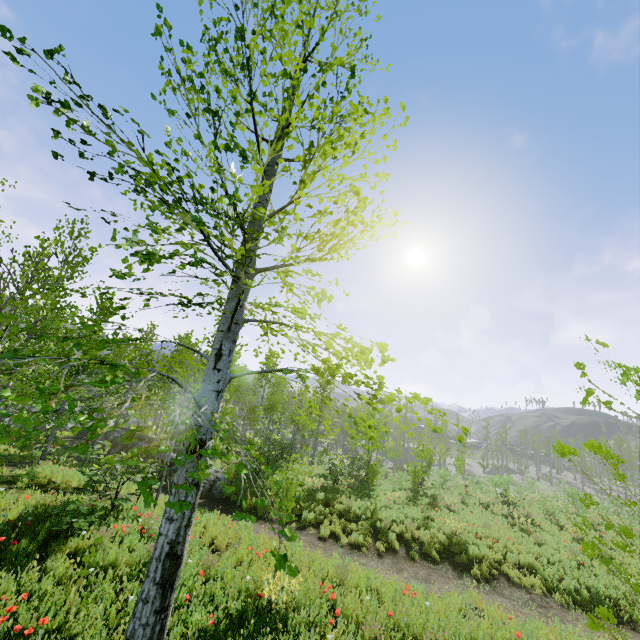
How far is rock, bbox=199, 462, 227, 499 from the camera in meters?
13.8

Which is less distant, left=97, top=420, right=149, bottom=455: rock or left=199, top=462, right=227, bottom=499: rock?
left=199, top=462, right=227, bottom=499: rock

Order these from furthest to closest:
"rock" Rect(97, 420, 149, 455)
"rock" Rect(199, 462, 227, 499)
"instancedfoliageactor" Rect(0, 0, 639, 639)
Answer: "rock" Rect(97, 420, 149, 455)
"rock" Rect(199, 462, 227, 499)
"instancedfoliageactor" Rect(0, 0, 639, 639)

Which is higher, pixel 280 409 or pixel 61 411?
pixel 280 409

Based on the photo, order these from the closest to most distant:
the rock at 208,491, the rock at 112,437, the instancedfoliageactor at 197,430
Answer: the instancedfoliageactor at 197,430
the rock at 208,491
the rock at 112,437

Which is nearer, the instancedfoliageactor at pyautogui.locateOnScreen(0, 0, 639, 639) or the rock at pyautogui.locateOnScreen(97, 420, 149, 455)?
the instancedfoliageactor at pyautogui.locateOnScreen(0, 0, 639, 639)

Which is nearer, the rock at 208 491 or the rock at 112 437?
the rock at 208 491
